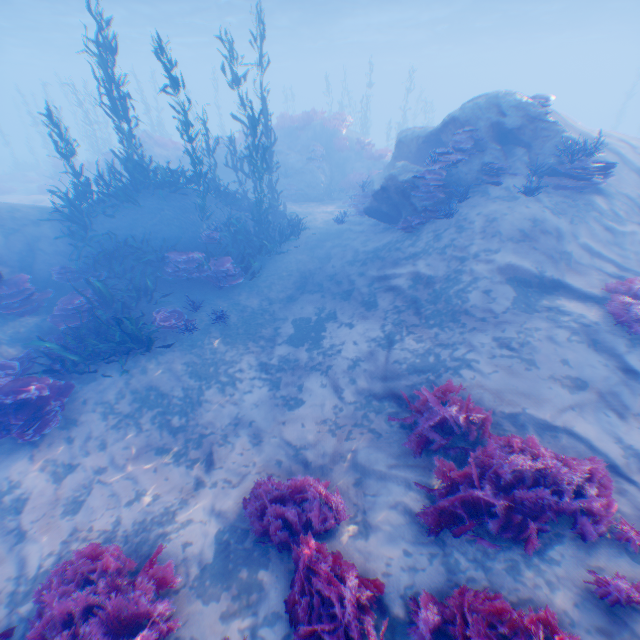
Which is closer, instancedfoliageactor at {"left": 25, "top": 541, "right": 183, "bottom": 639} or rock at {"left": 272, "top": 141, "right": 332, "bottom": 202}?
instancedfoliageactor at {"left": 25, "top": 541, "right": 183, "bottom": 639}

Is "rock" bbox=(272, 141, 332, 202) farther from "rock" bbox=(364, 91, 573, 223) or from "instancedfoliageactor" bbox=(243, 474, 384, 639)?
"instancedfoliageactor" bbox=(243, 474, 384, 639)

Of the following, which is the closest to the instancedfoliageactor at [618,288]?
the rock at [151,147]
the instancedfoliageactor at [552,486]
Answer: the instancedfoliageactor at [552,486]

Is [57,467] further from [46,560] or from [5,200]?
[5,200]

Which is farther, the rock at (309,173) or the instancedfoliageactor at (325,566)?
the rock at (309,173)

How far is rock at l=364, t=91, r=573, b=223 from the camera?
9.6m

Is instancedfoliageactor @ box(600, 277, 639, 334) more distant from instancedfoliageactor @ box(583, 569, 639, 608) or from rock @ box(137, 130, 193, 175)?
rock @ box(137, 130, 193, 175)

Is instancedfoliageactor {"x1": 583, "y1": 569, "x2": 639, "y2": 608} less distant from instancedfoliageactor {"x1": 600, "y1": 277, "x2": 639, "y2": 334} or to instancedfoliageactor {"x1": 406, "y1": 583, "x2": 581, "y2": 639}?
instancedfoliageactor {"x1": 406, "y1": 583, "x2": 581, "y2": 639}
